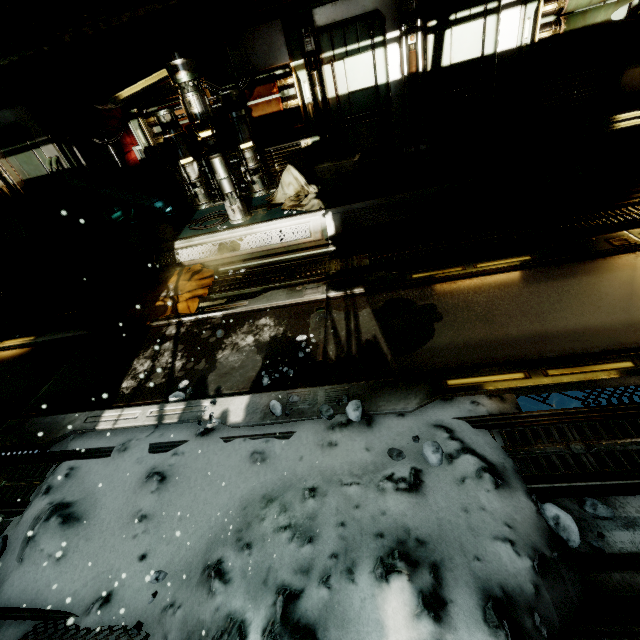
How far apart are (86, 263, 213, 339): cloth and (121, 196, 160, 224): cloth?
3.0m

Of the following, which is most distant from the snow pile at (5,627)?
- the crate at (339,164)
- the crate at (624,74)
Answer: the crate at (624,74)

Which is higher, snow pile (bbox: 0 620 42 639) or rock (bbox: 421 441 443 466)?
rock (bbox: 421 441 443 466)

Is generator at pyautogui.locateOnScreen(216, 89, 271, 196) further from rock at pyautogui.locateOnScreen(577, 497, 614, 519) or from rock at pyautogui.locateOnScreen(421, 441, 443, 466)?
rock at pyautogui.locateOnScreen(577, 497, 614, 519)

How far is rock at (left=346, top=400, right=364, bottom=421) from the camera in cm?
255

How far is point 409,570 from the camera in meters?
1.5 m

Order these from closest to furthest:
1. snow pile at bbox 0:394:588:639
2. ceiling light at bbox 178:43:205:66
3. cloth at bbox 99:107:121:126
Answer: snow pile at bbox 0:394:588:639, ceiling light at bbox 178:43:205:66, cloth at bbox 99:107:121:126

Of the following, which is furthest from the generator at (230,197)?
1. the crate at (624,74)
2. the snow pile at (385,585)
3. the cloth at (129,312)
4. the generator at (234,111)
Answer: the crate at (624,74)
